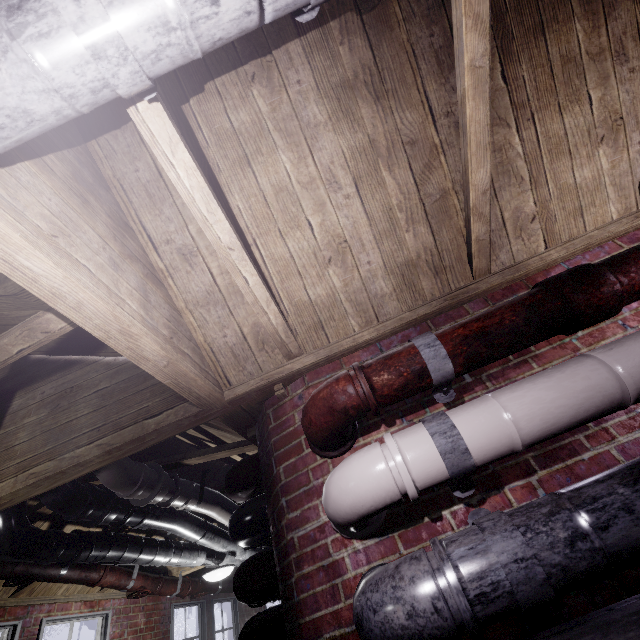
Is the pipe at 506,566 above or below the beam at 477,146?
below

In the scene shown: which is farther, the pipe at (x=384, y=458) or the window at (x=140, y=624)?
the window at (x=140, y=624)

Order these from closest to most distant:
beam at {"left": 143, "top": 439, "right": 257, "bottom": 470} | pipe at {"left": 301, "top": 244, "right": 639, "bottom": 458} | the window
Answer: pipe at {"left": 301, "top": 244, "right": 639, "bottom": 458} < beam at {"left": 143, "top": 439, "right": 257, "bottom": 470} < the window

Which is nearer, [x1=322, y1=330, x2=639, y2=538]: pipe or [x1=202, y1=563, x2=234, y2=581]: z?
[x1=322, y1=330, x2=639, y2=538]: pipe

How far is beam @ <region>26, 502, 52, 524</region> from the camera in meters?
2.5

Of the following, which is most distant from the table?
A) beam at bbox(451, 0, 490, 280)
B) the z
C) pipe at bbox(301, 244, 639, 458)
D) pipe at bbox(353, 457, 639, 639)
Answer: the z

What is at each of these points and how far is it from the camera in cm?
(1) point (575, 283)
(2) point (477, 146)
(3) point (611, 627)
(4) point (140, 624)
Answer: (1) pipe, 115
(2) beam, 124
(3) table, 74
(4) window, 425

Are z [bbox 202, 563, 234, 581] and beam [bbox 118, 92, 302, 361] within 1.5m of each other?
no
